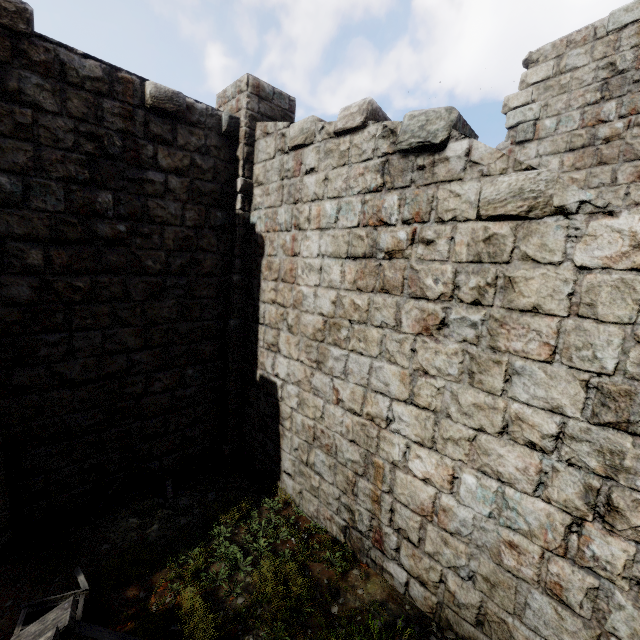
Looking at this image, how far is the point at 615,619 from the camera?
2.9m
